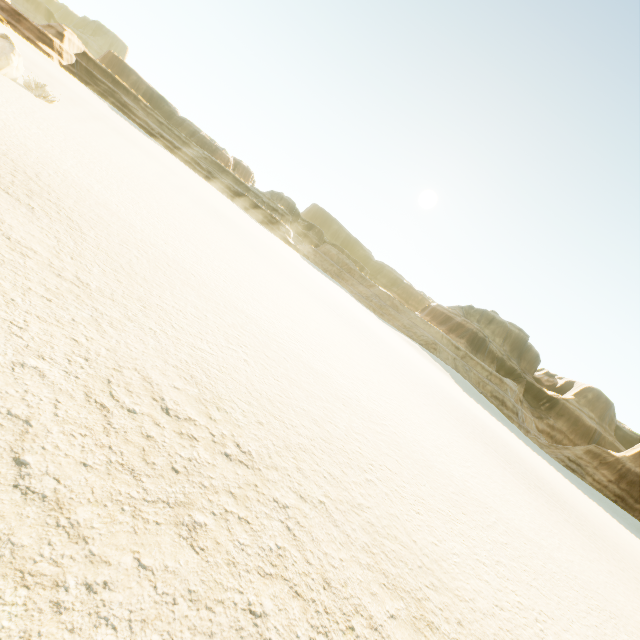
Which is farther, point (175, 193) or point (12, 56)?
point (175, 193)
